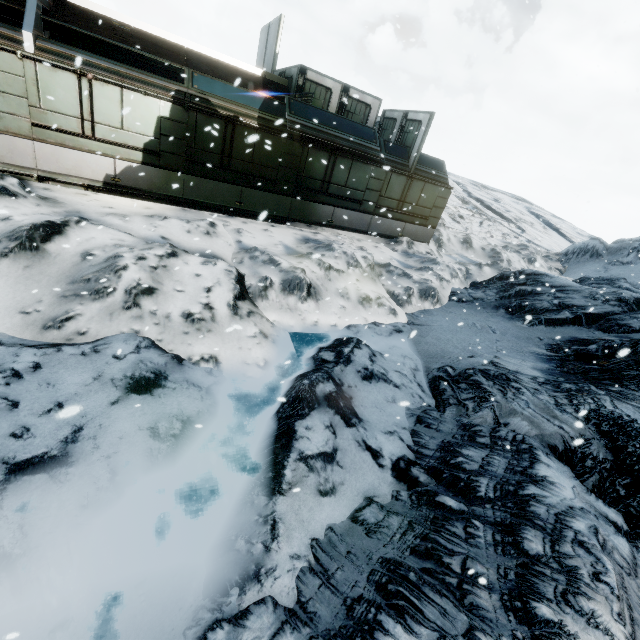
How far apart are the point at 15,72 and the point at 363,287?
10.02m
